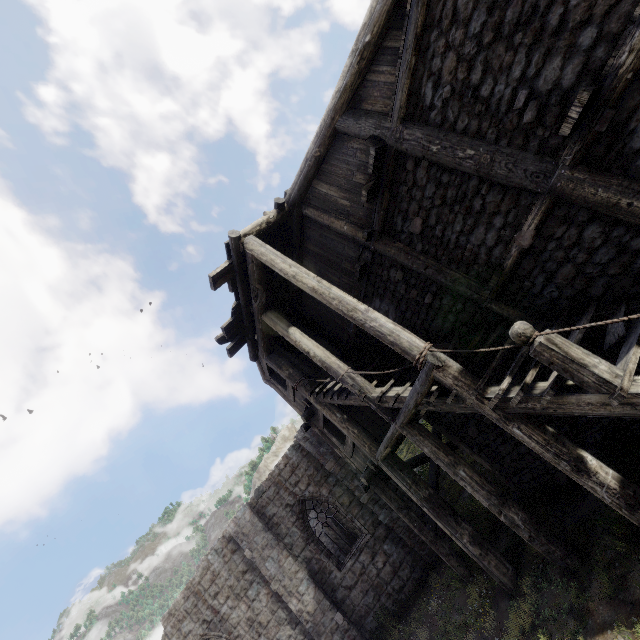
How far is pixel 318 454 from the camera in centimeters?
1491cm
